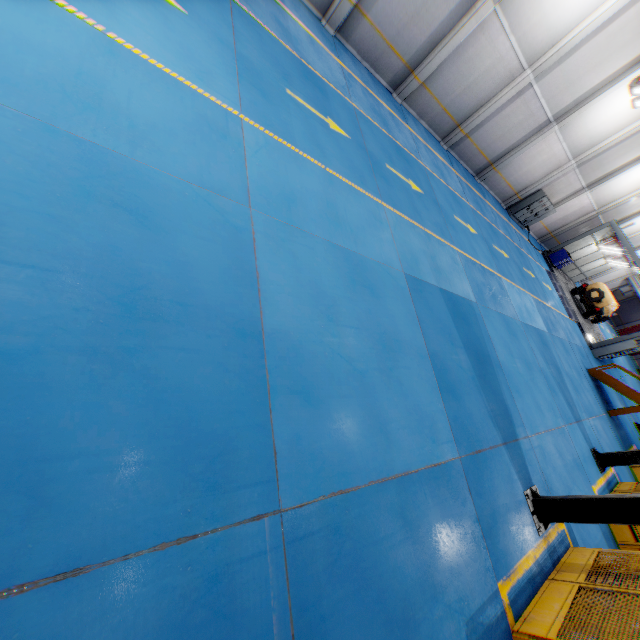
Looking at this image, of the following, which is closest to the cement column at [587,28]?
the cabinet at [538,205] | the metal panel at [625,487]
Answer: the cabinet at [538,205]

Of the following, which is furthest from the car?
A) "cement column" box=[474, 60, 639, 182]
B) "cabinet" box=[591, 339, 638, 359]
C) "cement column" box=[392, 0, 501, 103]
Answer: "cement column" box=[392, 0, 501, 103]

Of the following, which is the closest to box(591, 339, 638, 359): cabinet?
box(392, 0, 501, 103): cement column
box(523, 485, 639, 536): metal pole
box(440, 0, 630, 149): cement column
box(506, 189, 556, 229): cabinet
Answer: box(506, 189, 556, 229): cabinet

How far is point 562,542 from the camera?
Answer: 7.4m

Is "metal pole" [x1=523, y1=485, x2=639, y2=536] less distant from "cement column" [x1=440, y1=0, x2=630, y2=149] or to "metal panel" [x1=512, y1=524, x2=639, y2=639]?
"metal panel" [x1=512, y1=524, x2=639, y2=639]

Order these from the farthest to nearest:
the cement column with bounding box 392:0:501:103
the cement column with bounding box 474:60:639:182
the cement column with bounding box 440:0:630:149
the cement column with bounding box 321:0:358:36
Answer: the cement column with bounding box 474:60:639:182 < the cement column with bounding box 440:0:630:149 < the cement column with bounding box 392:0:501:103 < the cement column with bounding box 321:0:358:36

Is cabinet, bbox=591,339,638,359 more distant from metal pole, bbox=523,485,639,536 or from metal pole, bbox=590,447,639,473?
metal pole, bbox=523,485,639,536

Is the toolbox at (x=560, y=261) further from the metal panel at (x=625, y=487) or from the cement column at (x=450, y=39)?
the cement column at (x=450, y=39)
